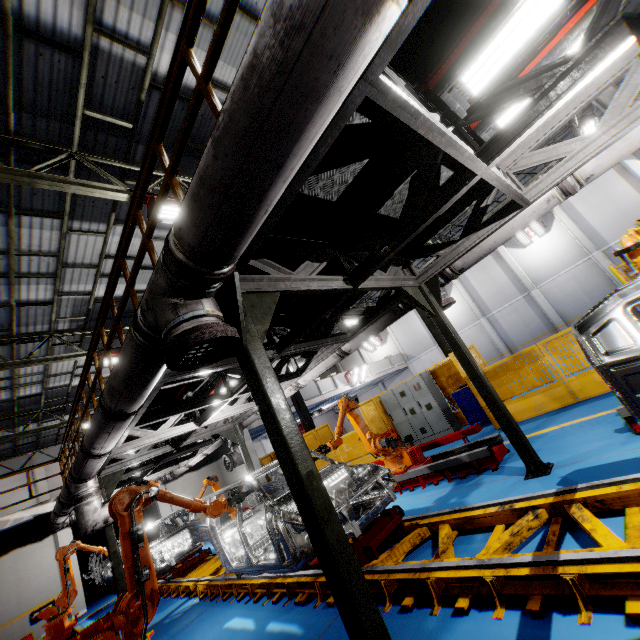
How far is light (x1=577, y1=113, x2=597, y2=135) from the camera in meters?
12.4 m

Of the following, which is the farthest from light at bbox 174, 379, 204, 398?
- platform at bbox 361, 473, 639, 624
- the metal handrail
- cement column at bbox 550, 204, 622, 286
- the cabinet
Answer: cement column at bbox 550, 204, 622, 286

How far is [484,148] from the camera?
3.11m

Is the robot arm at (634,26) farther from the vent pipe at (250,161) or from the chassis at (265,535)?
the vent pipe at (250,161)

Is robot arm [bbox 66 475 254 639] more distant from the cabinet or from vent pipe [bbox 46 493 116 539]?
the cabinet

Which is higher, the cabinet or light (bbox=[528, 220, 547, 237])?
light (bbox=[528, 220, 547, 237])

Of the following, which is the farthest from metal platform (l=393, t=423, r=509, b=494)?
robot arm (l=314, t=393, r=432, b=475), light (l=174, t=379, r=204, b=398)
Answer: light (l=174, t=379, r=204, b=398)

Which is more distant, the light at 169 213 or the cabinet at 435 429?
the cabinet at 435 429
